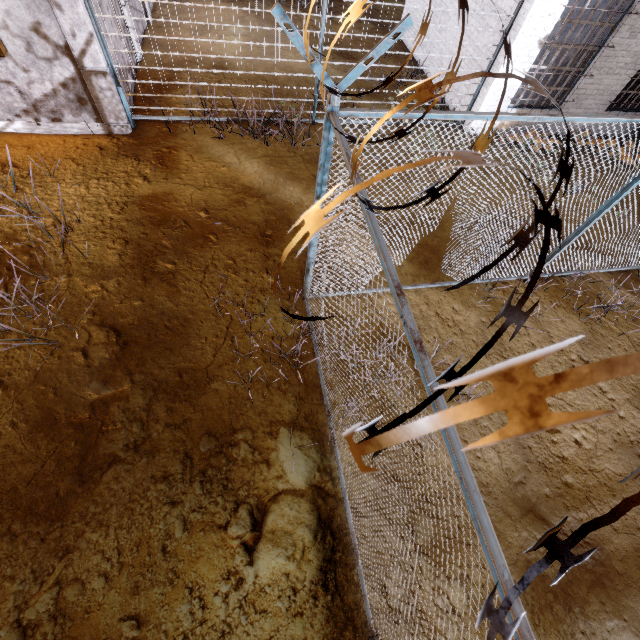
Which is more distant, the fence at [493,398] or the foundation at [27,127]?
the foundation at [27,127]

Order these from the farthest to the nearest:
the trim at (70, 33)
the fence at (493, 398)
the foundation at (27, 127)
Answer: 1. the foundation at (27, 127)
2. the trim at (70, 33)
3. the fence at (493, 398)

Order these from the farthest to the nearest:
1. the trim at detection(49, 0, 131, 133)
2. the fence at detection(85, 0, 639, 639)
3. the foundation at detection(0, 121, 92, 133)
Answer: the foundation at detection(0, 121, 92, 133) < the trim at detection(49, 0, 131, 133) < the fence at detection(85, 0, 639, 639)

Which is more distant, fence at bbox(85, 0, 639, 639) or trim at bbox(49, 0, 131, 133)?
trim at bbox(49, 0, 131, 133)

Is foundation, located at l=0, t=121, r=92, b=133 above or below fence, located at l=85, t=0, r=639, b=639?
below

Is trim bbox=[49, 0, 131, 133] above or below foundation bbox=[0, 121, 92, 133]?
above

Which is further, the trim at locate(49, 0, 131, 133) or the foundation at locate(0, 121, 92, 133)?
the foundation at locate(0, 121, 92, 133)

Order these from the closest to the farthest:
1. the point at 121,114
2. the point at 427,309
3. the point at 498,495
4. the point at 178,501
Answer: the point at 178,501 → the point at 498,495 → the point at 427,309 → the point at 121,114
